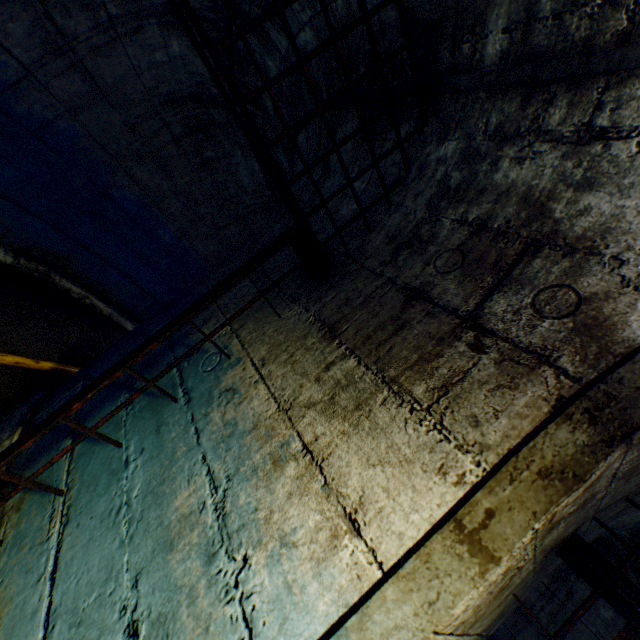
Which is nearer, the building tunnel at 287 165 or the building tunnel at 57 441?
the building tunnel at 57 441

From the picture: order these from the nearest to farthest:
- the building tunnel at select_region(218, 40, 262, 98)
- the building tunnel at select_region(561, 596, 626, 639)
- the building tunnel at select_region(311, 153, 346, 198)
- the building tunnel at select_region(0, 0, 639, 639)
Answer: the building tunnel at select_region(0, 0, 639, 639) → the building tunnel at select_region(311, 153, 346, 198) → the building tunnel at select_region(218, 40, 262, 98) → the building tunnel at select_region(561, 596, 626, 639)

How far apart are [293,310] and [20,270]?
3.8 meters

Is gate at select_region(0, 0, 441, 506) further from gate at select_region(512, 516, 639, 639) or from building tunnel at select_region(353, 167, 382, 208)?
gate at select_region(512, 516, 639, 639)

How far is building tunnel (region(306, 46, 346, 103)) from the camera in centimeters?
190cm

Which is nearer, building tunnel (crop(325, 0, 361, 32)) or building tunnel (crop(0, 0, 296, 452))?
building tunnel (crop(325, 0, 361, 32))

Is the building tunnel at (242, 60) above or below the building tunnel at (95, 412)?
above
